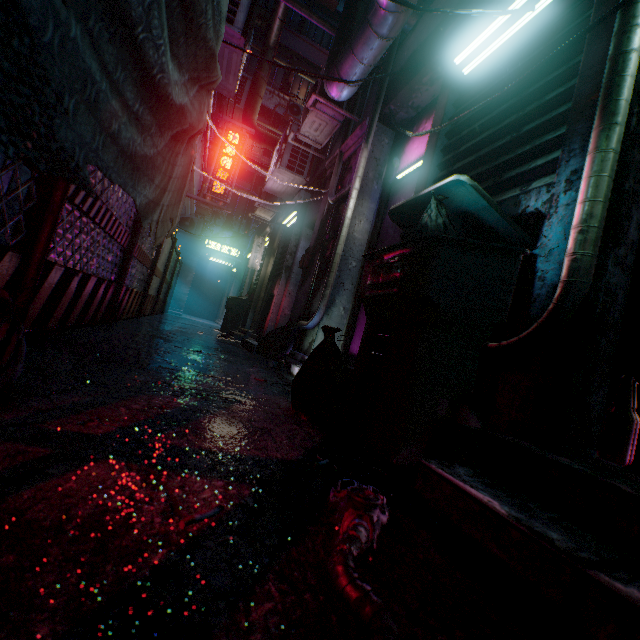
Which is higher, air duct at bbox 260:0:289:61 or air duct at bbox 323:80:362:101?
air duct at bbox 260:0:289:61

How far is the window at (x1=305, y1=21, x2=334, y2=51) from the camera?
14.9m

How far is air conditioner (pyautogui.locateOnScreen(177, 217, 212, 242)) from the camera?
11.52m

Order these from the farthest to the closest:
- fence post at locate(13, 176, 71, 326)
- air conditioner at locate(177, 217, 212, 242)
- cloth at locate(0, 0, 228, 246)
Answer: air conditioner at locate(177, 217, 212, 242) < fence post at locate(13, 176, 71, 326) < cloth at locate(0, 0, 228, 246)

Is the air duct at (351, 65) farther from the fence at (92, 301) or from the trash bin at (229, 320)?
the trash bin at (229, 320)

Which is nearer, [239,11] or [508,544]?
[508,544]

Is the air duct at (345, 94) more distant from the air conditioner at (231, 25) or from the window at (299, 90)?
the window at (299, 90)

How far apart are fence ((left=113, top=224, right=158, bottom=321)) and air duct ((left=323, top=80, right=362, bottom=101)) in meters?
2.1
